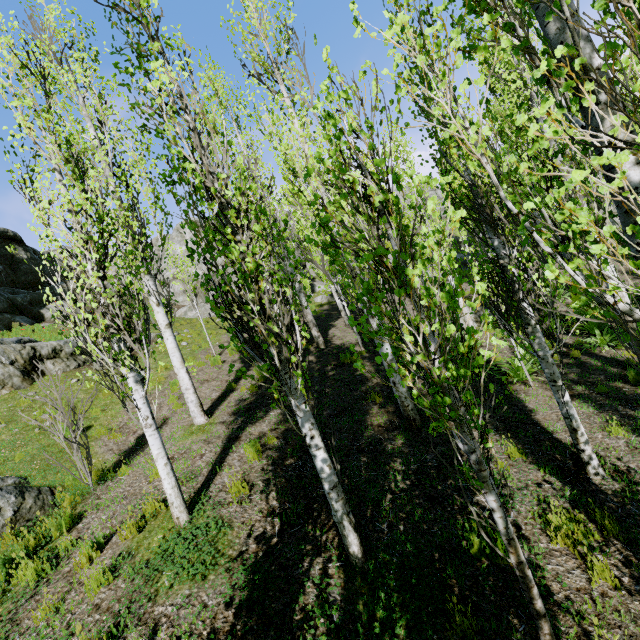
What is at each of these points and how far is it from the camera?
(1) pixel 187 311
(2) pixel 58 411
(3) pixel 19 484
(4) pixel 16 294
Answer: (1) rock, 21.8 meters
(2) instancedfoliageactor, 6.0 meters
(3) rock, 6.3 meters
(4) rock, 19.5 meters

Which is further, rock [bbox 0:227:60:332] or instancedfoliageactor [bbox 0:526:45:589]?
rock [bbox 0:227:60:332]

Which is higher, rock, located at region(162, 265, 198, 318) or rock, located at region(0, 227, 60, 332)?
rock, located at region(0, 227, 60, 332)

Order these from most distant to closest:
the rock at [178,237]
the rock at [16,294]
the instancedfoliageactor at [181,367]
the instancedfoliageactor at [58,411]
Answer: the rock at [178,237] < the rock at [16,294] < the instancedfoliageactor at [58,411] < the instancedfoliageactor at [181,367]

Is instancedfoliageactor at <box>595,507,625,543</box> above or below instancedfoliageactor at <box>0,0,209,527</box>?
below

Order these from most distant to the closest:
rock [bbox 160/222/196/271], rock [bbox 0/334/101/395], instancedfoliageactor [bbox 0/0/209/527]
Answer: rock [bbox 160/222/196/271] < rock [bbox 0/334/101/395] < instancedfoliageactor [bbox 0/0/209/527]

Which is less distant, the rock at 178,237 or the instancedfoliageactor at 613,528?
the instancedfoliageactor at 613,528
